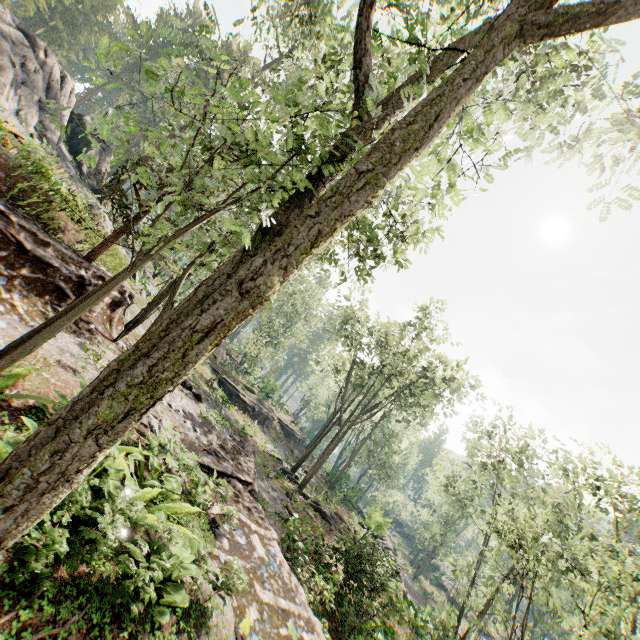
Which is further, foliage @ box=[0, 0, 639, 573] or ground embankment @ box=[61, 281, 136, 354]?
ground embankment @ box=[61, 281, 136, 354]

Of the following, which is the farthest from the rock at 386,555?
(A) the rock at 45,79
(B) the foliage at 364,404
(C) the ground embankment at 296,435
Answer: (A) the rock at 45,79

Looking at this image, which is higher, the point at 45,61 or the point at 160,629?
the point at 45,61

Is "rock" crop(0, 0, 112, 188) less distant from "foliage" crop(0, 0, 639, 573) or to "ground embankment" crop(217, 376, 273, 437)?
"foliage" crop(0, 0, 639, 573)

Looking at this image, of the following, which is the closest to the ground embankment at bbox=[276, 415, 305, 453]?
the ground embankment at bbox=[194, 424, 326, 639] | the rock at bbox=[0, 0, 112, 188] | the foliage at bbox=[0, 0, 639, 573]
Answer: the foliage at bbox=[0, 0, 639, 573]

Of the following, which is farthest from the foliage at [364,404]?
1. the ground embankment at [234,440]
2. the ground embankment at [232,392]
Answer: the ground embankment at [232,392]

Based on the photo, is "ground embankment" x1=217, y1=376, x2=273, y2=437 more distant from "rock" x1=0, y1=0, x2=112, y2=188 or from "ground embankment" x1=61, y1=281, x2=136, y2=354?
"rock" x1=0, y1=0, x2=112, y2=188

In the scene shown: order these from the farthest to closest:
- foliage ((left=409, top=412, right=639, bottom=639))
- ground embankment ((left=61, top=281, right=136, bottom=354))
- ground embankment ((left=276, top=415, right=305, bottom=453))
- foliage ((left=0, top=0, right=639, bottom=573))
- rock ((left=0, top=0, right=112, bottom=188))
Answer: ground embankment ((left=276, top=415, right=305, bottom=453)) < rock ((left=0, top=0, right=112, bottom=188)) < foliage ((left=409, top=412, right=639, bottom=639)) < ground embankment ((left=61, top=281, right=136, bottom=354)) < foliage ((left=0, top=0, right=639, bottom=573))
